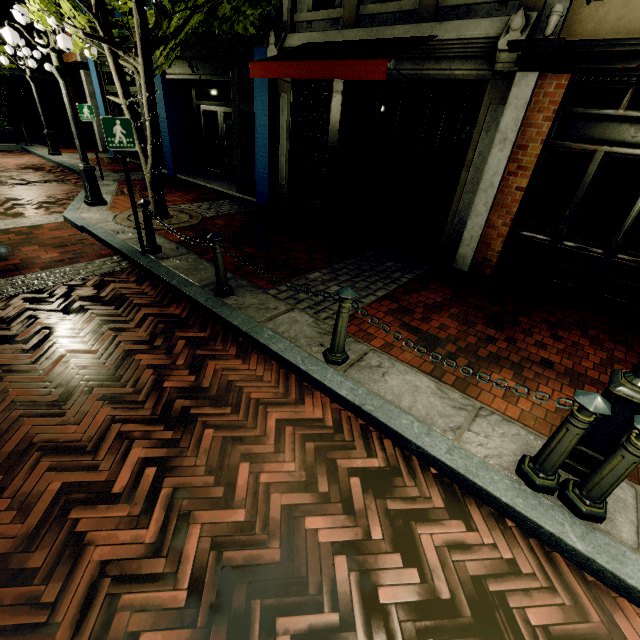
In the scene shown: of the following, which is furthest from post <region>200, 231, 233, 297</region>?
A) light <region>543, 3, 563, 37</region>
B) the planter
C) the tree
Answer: the planter

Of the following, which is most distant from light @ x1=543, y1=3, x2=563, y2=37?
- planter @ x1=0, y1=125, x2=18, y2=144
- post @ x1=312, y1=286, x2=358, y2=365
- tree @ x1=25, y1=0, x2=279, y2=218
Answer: planter @ x1=0, y1=125, x2=18, y2=144

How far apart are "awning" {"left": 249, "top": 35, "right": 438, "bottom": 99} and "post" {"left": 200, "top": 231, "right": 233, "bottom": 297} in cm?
314

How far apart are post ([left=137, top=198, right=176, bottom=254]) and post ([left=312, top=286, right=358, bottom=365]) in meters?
3.7

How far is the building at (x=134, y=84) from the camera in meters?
11.3

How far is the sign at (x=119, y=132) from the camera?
4.30m

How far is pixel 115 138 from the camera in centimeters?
442cm

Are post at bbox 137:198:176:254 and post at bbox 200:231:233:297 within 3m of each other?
yes
